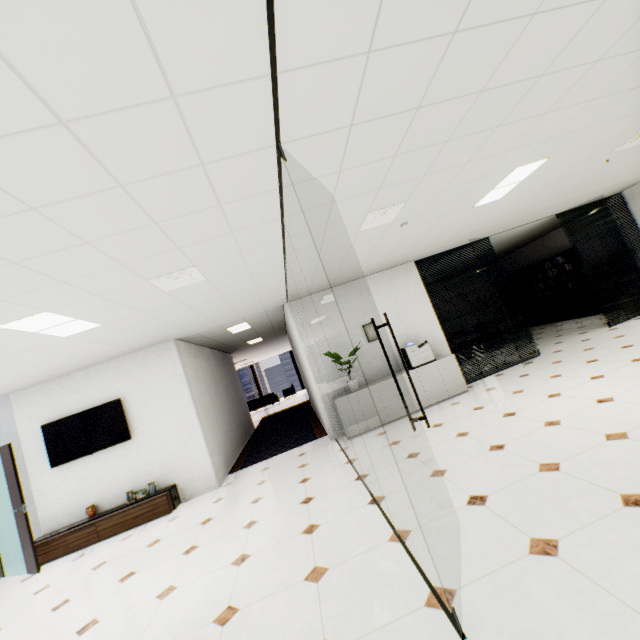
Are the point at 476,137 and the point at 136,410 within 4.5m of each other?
no

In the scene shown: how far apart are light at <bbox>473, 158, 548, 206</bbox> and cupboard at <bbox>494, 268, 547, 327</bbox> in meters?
8.6

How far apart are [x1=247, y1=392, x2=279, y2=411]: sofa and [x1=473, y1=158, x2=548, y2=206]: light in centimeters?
1560cm

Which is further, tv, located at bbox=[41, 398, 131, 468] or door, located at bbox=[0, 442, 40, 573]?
tv, located at bbox=[41, 398, 131, 468]

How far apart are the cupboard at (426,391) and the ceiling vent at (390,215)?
3.3 meters

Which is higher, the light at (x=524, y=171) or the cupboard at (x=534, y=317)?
the light at (x=524, y=171)

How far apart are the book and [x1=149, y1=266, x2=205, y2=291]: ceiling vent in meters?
11.3

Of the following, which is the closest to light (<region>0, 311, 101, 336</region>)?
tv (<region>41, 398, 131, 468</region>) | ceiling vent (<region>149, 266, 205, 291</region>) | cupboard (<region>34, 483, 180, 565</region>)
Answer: ceiling vent (<region>149, 266, 205, 291</region>)
